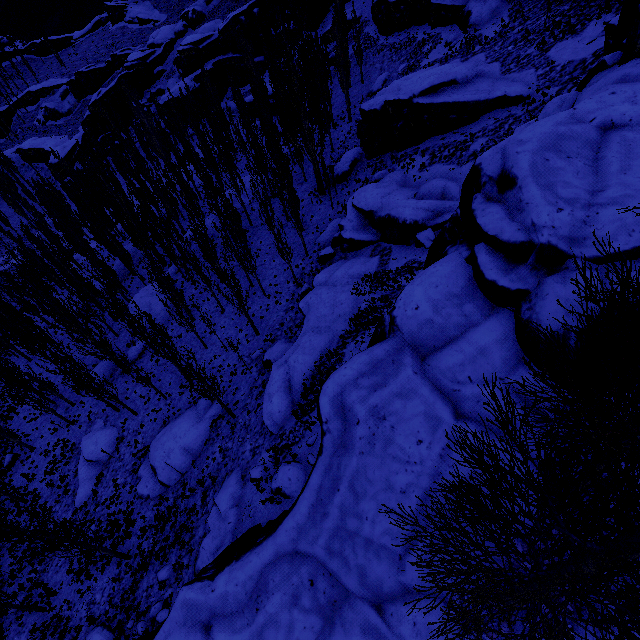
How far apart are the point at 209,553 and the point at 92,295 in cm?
2997

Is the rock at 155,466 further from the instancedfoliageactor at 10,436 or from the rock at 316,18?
the rock at 316,18

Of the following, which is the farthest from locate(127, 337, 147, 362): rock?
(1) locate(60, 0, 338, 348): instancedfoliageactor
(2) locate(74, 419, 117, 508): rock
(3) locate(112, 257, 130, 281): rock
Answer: (3) locate(112, 257, 130, 281): rock

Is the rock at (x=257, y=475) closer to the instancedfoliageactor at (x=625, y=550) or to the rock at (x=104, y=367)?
the instancedfoliageactor at (x=625, y=550)

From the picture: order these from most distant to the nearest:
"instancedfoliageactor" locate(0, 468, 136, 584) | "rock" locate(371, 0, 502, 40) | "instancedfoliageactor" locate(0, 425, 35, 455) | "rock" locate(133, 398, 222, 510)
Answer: "rock" locate(371, 0, 502, 40), "instancedfoliageactor" locate(0, 425, 35, 455), "rock" locate(133, 398, 222, 510), "instancedfoliageactor" locate(0, 468, 136, 584)

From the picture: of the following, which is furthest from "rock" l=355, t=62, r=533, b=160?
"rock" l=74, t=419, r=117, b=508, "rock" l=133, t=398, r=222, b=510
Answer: "rock" l=74, t=419, r=117, b=508

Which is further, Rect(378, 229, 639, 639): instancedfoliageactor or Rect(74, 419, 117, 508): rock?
Rect(74, 419, 117, 508): rock

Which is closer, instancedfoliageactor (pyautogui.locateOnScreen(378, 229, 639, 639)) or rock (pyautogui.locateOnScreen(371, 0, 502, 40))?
instancedfoliageactor (pyautogui.locateOnScreen(378, 229, 639, 639))
